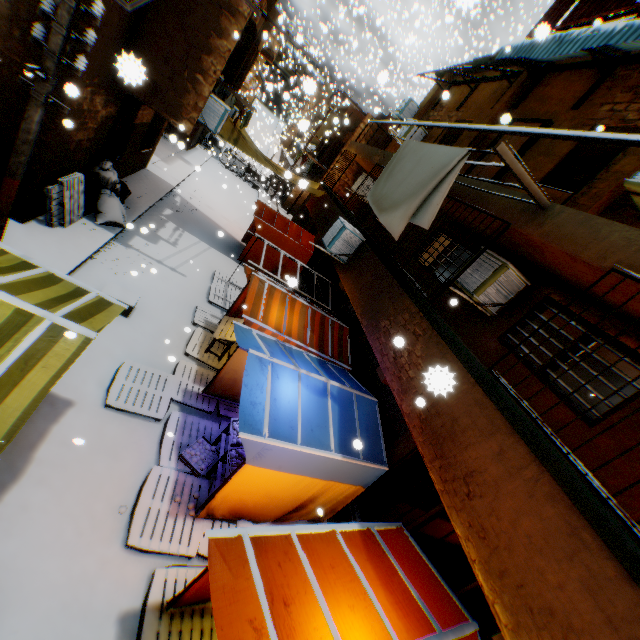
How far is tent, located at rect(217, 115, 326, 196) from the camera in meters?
11.9

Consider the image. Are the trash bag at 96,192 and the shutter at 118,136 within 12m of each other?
yes

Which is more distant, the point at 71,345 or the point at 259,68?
the point at 259,68

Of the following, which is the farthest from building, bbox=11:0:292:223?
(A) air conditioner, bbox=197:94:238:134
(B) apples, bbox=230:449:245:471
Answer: (B) apples, bbox=230:449:245:471

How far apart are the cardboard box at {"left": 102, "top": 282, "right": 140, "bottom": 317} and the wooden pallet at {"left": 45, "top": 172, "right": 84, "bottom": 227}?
2.2 meters

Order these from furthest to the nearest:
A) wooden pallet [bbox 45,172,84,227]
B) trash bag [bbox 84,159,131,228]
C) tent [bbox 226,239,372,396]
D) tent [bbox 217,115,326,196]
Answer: tent [bbox 217,115,326,196], trash bag [bbox 84,159,131,228], wooden pallet [bbox 45,172,84,227], tent [bbox 226,239,372,396]

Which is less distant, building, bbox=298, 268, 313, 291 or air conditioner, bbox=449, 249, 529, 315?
air conditioner, bbox=449, 249, 529, 315

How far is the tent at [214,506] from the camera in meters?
4.8
